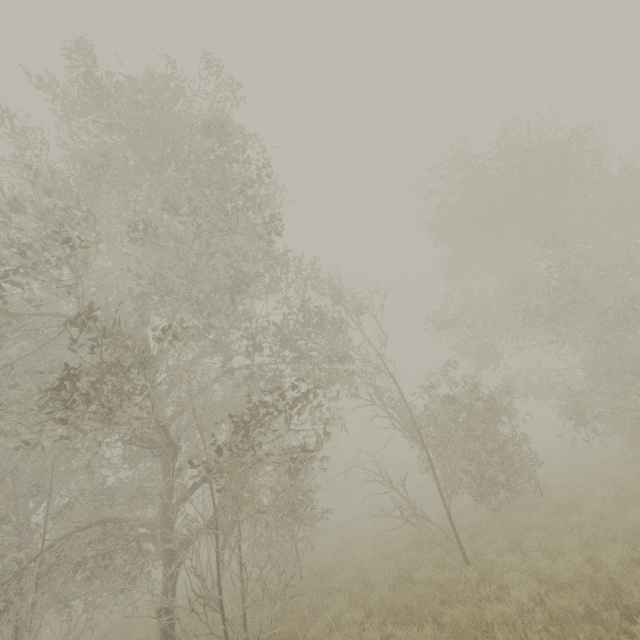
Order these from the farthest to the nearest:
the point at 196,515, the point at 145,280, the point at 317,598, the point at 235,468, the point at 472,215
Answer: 1. the point at 196,515
2. the point at 472,215
3. the point at 145,280
4. the point at 317,598
5. the point at 235,468
